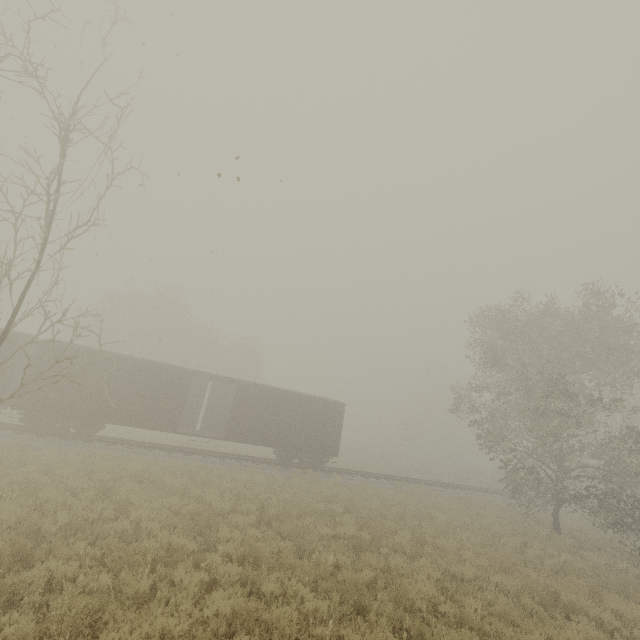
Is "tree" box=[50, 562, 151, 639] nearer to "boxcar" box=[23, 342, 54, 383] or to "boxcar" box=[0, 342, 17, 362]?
"boxcar" box=[23, 342, 54, 383]

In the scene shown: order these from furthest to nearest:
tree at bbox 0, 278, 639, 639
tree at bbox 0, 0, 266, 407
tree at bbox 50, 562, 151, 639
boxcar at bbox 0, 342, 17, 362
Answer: boxcar at bbox 0, 342, 17, 362 < tree at bbox 0, 0, 266, 407 < tree at bbox 0, 278, 639, 639 < tree at bbox 50, 562, 151, 639

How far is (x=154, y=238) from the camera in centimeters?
1399cm

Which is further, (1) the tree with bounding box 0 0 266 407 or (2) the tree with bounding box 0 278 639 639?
(1) the tree with bounding box 0 0 266 407

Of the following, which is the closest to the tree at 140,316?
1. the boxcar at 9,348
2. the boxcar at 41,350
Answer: the boxcar at 41,350

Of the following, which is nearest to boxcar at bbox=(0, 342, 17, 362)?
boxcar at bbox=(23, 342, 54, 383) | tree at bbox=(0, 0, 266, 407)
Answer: boxcar at bbox=(23, 342, 54, 383)
